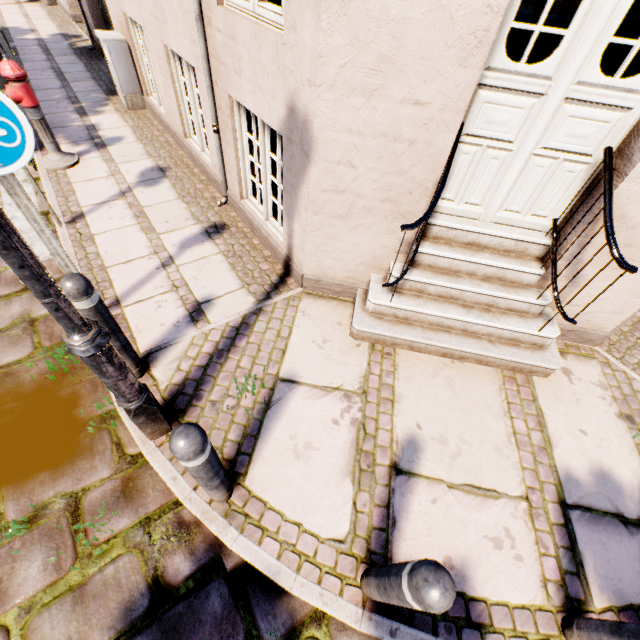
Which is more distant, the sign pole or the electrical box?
the electrical box

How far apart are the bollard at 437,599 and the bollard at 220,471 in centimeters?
100cm

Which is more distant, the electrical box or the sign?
the electrical box

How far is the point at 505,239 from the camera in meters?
2.9

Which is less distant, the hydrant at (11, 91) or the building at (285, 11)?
the building at (285, 11)

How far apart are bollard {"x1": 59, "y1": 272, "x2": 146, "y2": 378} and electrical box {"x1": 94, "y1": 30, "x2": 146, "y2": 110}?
5.9m

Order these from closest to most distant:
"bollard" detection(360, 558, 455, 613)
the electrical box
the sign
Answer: "bollard" detection(360, 558, 455, 613) < the sign < the electrical box

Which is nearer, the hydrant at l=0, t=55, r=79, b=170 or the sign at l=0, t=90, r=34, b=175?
the sign at l=0, t=90, r=34, b=175
